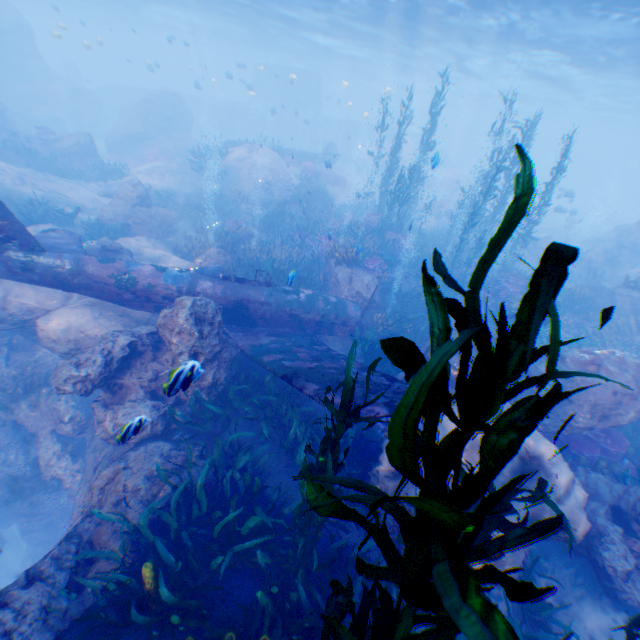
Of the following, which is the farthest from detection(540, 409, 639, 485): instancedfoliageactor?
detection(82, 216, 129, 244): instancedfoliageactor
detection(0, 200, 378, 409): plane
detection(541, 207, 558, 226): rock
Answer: detection(541, 207, 558, 226): rock

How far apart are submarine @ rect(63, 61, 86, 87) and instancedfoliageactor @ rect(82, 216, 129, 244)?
46.7 meters

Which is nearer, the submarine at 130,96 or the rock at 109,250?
the rock at 109,250

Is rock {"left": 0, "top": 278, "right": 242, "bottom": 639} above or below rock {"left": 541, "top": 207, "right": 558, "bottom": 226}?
below

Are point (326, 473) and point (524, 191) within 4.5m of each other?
yes

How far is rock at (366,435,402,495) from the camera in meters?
5.8 m

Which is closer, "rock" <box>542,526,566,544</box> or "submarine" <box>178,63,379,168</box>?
"rock" <box>542,526,566,544</box>

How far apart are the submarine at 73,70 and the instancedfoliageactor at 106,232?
46.7m
